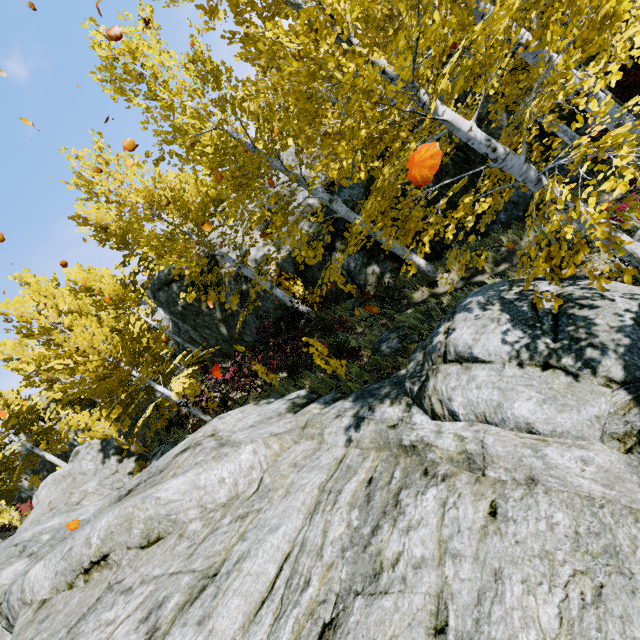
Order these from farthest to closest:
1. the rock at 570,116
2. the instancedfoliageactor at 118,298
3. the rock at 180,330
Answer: the rock at 180,330 → the rock at 570,116 → the instancedfoliageactor at 118,298

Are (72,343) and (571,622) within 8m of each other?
no

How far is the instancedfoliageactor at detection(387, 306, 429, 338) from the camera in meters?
7.7

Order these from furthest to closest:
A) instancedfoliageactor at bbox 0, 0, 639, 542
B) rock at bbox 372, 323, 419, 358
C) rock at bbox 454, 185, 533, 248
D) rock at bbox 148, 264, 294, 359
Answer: rock at bbox 148, 264, 294, 359, rock at bbox 454, 185, 533, 248, rock at bbox 372, 323, 419, 358, instancedfoliageactor at bbox 0, 0, 639, 542

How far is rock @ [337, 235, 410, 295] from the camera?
11.6m

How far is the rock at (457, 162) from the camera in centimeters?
972cm
